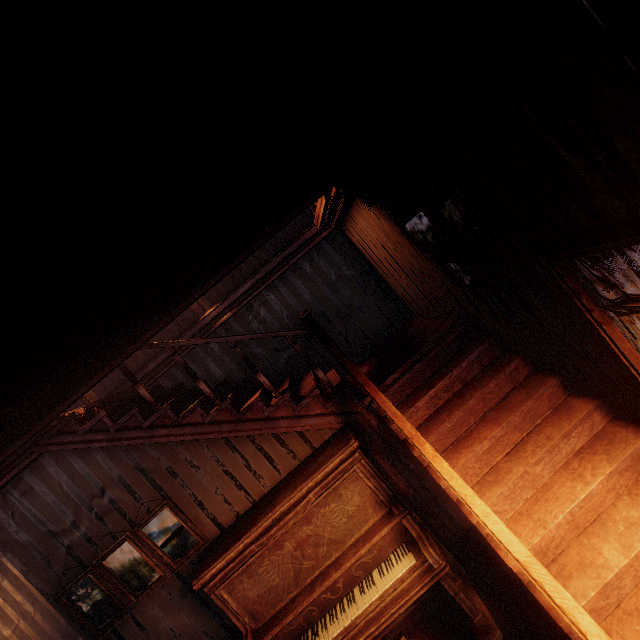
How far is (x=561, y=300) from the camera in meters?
2.1 m

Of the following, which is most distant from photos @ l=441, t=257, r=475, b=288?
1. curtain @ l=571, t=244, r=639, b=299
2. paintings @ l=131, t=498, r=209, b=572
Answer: paintings @ l=131, t=498, r=209, b=572

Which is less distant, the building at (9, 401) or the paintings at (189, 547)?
the building at (9, 401)

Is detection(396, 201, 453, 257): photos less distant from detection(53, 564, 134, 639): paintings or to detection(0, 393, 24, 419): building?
detection(0, 393, 24, 419): building

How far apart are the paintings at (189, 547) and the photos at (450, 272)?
3.7m

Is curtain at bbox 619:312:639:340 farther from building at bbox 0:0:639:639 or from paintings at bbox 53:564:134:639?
paintings at bbox 53:564:134:639

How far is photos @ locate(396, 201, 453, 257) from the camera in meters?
2.6 m

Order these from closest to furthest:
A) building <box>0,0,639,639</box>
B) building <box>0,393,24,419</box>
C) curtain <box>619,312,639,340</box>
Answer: building <box>0,0,639,639</box> < curtain <box>619,312,639,340</box> < building <box>0,393,24,419</box>
